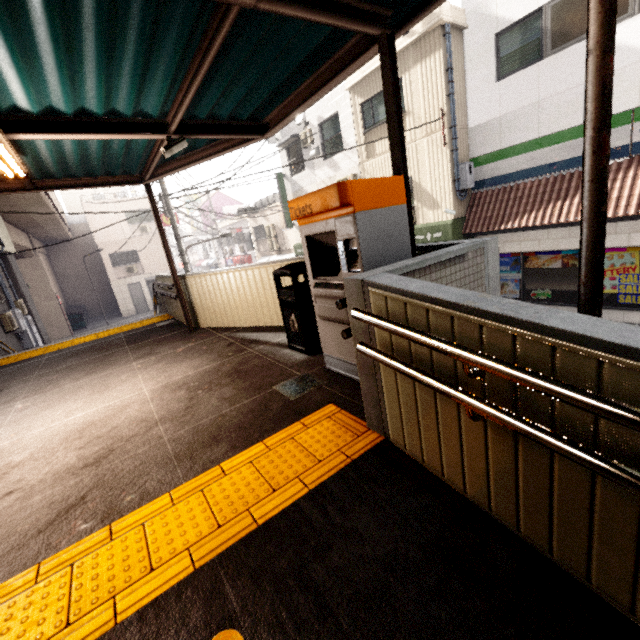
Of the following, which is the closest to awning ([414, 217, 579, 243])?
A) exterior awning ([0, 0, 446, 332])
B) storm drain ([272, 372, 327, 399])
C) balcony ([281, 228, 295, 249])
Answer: balcony ([281, 228, 295, 249])

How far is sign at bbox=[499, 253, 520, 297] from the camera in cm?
1034

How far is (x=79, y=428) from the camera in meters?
3.4

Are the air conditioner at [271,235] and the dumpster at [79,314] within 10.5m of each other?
no

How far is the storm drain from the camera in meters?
3.3

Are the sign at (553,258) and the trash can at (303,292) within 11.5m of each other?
yes

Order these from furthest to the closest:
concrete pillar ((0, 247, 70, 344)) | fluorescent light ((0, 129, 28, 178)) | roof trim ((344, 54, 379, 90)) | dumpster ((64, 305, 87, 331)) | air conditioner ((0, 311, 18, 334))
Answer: dumpster ((64, 305, 87, 331)) → concrete pillar ((0, 247, 70, 344)) → roof trim ((344, 54, 379, 90)) → air conditioner ((0, 311, 18, 334)) → fluorescent light ((0, 129, 28, 178))

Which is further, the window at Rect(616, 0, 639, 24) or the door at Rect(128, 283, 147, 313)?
the door at Rect(128, 283, 147, 313)
